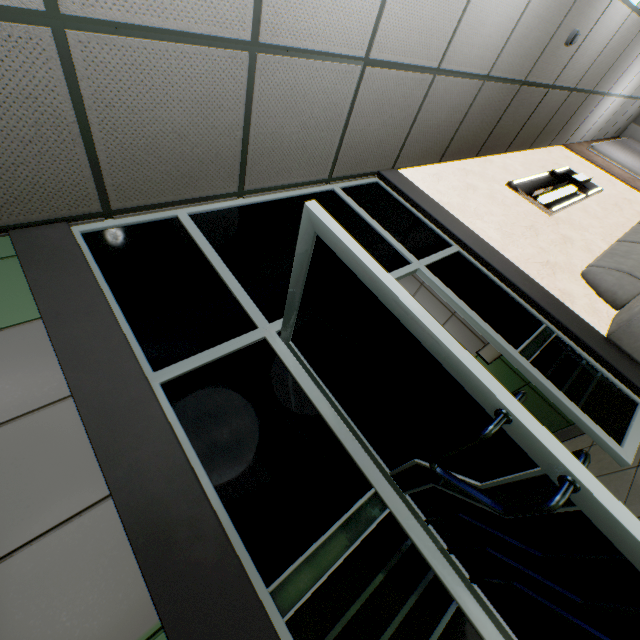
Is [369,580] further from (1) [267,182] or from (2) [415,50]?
(2) [415,50]

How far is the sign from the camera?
4.39m

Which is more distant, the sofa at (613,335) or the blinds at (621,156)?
the blinds at (621,156)

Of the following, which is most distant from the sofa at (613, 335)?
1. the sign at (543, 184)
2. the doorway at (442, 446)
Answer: the sign at (543, 184)

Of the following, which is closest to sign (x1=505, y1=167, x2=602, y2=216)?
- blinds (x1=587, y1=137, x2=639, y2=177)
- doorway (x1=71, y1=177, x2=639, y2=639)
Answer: doorway (x1=71, y1=177, x2=639, y2=639)

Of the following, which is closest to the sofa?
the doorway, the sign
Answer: the doorway

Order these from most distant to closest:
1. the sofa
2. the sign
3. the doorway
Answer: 1. the sign
2. the sofa
3. the doorway

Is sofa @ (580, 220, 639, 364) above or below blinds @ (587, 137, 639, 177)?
below
